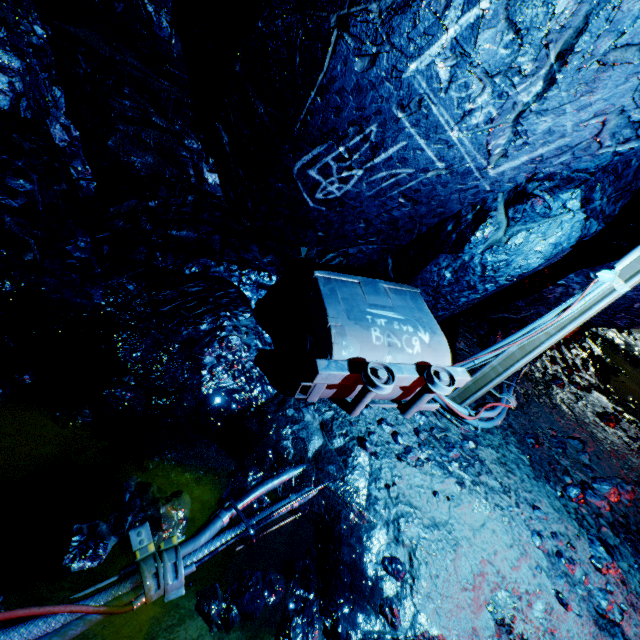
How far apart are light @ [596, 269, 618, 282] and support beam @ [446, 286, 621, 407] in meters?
0.1 m

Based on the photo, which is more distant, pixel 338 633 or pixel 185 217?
pixel 185 217

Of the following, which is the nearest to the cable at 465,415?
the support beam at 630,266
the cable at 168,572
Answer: the support beam at 630,266

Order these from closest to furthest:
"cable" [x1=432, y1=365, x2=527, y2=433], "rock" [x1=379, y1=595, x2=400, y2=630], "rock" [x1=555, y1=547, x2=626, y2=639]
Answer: "rock" [x1=379, y1=595, x2=400, y2=630] < "rock" [x1=555, y1=547, x2=626, y2=639] < "cable" [x1=432, y1=365, x2=527, y2=433]

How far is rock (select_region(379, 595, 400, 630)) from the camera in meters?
1.9

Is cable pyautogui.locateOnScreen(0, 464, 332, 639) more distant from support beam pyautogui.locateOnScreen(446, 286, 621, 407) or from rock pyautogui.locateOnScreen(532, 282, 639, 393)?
support beam pyautogui.locateOnScreen(446, 286, 621, 407)

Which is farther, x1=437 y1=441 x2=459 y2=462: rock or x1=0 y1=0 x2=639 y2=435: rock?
x1=437 y1=441 x2=459 y2=462: rock

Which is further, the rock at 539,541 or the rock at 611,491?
the rock at 611,491
